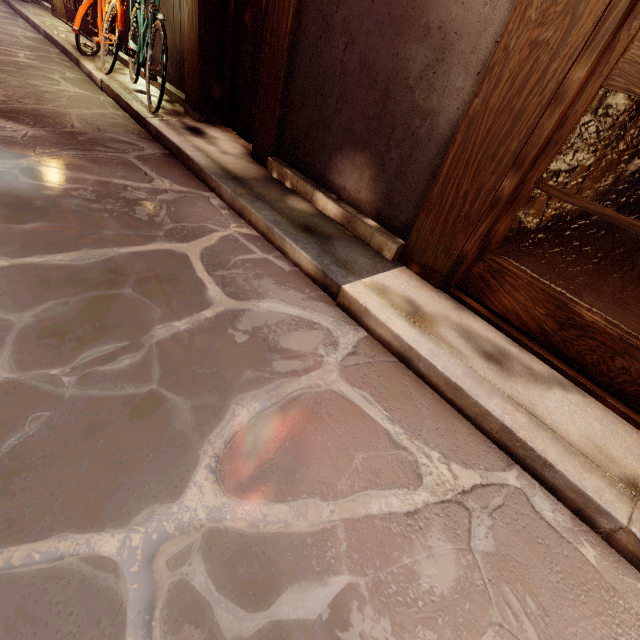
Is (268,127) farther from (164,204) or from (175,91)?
(175,91)

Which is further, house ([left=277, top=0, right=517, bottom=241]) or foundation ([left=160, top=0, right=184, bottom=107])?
foundation ([left=160, top=0, right=184, bottom=107])

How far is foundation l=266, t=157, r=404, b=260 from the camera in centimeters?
485cm

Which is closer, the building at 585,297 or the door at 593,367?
the door at 593,367

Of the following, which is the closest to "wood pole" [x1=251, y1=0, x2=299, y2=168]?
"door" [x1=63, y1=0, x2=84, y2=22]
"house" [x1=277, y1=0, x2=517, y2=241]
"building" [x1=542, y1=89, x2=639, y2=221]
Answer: "house" [x1=277, y1=0, x2=517, y2=241]

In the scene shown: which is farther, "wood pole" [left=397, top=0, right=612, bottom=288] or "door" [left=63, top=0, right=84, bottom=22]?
"door" [left=63, top=0, right=84, bottom=22]

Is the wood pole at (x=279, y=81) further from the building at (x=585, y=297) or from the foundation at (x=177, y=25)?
the building at (x=585, y=297)

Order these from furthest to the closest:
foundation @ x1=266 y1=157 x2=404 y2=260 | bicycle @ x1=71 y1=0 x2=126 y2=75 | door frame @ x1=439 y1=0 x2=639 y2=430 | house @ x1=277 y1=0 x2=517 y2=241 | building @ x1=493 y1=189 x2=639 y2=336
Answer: bicycle @ x1=71 y1=0 x2=126 y2=75 → building @ x1=493 y1=189 x2=639 y2=336 → foundation @ x1=266 y1=157 x2=404 y2=260 → house @ x1=277 y1=0 x2=517 y2=241 → door frame @ x1=439 y1=0 x2=639 y2=430
